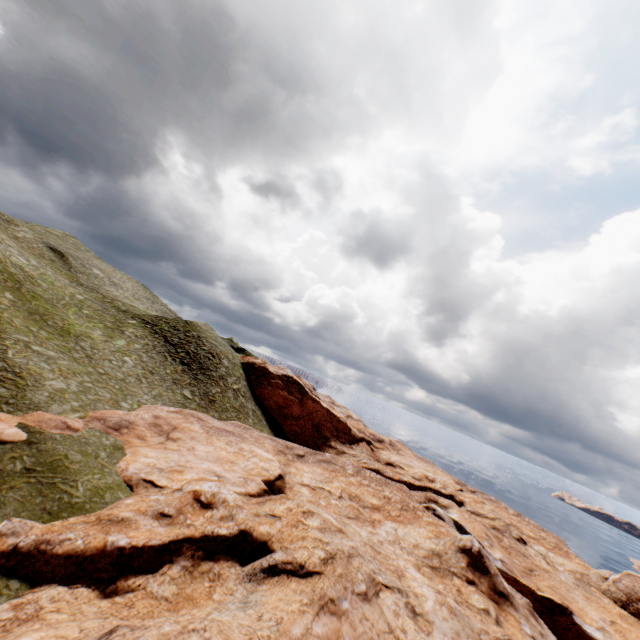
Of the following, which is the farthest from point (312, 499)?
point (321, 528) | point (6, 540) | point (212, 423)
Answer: point (6, 540)
